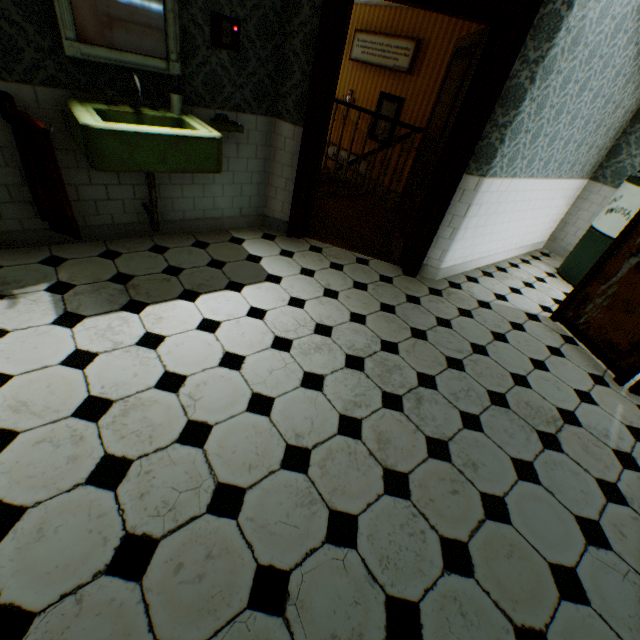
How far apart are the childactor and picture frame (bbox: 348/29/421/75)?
3.8m

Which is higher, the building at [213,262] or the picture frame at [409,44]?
the picture frame at [409,44]

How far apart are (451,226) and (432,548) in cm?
302

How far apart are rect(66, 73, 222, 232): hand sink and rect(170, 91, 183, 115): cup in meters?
0.1

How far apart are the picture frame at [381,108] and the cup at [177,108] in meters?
6.2 m

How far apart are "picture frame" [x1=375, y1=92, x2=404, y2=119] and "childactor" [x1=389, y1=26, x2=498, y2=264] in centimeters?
385cm

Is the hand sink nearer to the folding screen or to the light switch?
the light switch

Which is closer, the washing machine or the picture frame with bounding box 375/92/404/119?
the washing machine
